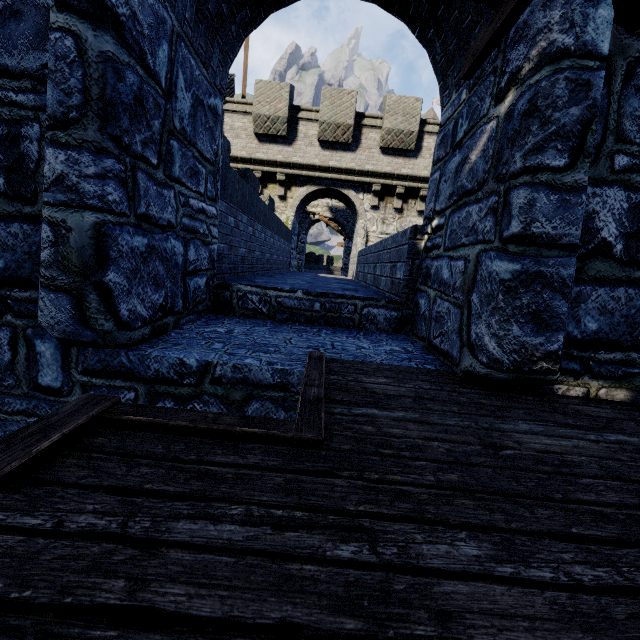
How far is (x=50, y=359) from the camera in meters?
2.6
